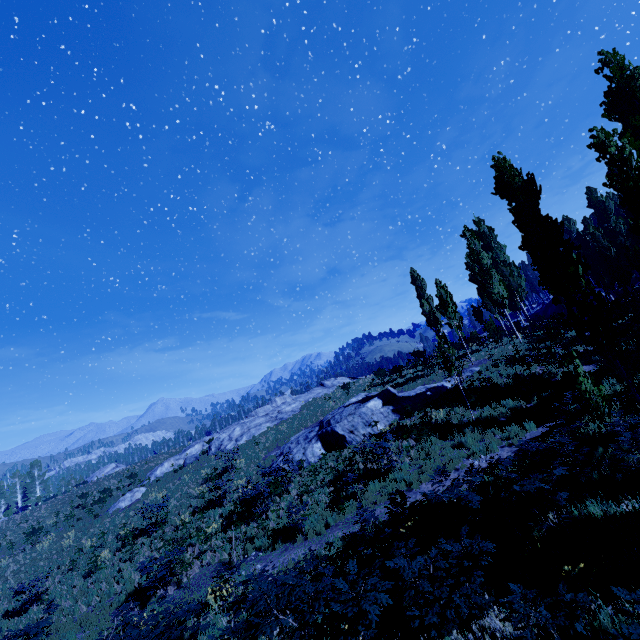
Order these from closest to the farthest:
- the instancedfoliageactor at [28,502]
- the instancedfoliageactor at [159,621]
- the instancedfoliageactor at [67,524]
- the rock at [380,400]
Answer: the instancedfoliageactor at [159,621] → the rock at [380,400] → the instancedfoliageactor at [67,524] → the instancedfoliageactor at [28,502]

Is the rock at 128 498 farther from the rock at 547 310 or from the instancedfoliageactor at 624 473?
the rock at 547 310

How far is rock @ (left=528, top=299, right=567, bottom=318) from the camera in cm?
4374

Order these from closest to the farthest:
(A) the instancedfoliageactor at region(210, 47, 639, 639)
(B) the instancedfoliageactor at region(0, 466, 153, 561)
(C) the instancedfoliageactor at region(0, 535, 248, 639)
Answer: (A) the instancedfoliageactor at region(210, 47, 639, 639) < (C) the instancedfoliageactor at region(0, 535, 248, 639) < (B) the instancedfoliageactor at region(0, 466, 153, 561)

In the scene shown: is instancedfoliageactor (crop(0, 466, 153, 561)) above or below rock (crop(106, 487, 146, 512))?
below

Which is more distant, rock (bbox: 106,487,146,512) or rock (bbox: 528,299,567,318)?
rock (bbox: 528,299,567,318)

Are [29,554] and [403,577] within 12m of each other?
no

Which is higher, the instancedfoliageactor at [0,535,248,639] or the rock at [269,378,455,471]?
the rock at [269,378,455,471]
